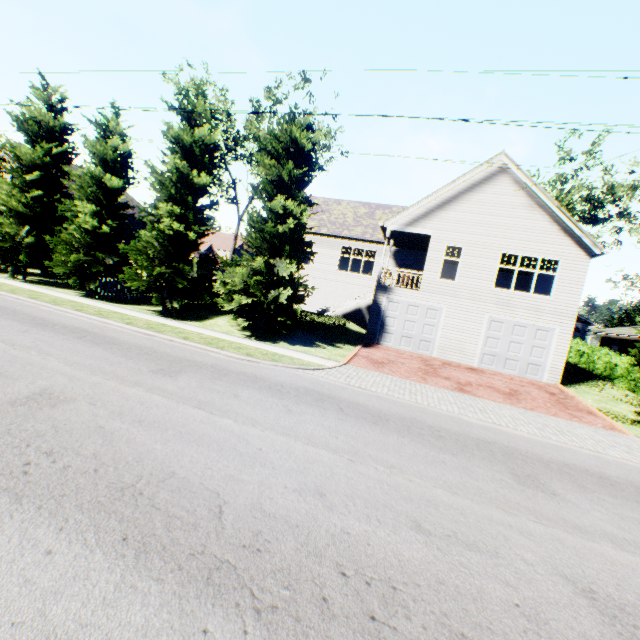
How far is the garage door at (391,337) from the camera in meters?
18.1

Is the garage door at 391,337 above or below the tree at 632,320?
below

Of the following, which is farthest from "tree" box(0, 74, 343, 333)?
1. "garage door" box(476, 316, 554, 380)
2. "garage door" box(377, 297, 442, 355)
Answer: "garage door" box(377, 297, 442, 355)

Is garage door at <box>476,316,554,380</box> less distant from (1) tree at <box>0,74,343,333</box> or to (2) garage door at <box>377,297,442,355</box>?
(2) garage door at <box>377,297,442,355</box>

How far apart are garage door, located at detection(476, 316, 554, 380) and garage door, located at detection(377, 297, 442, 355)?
2.16m

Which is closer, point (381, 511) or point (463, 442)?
point (381, 511)

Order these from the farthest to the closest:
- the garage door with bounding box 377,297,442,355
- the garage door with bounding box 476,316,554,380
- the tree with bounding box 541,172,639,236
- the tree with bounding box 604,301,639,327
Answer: the tree with bounding box 604,301,639,327
the tree with bounding box 541,172,639,236
the garage door with bounding box 377,297,442,355
the garage door with bounding box 476,316,554,380
